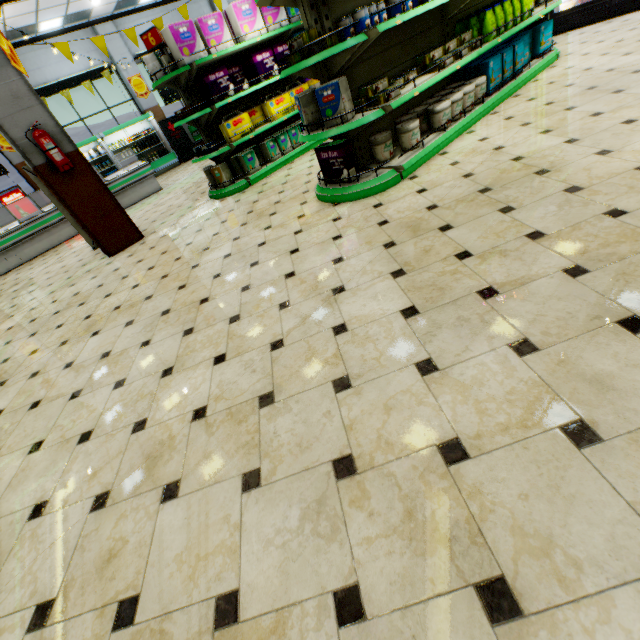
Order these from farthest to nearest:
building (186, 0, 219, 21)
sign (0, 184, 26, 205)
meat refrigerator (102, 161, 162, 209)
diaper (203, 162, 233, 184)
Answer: building (186, 0, 219, 21), sign (0, 184, 26, 205), meat refrigerator (102, 161, 162, 209), diaper (203, 162, 233, 184)

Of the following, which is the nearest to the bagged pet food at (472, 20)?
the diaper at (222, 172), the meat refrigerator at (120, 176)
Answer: the diaper at (222, 172)

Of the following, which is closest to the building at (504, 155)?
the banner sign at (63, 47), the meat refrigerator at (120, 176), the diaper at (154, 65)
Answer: the meat refrigerator at (120, 176)

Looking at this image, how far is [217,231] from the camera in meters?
4.6 m

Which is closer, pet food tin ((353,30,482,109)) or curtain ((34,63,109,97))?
pet food tin ((353,30,482,109))

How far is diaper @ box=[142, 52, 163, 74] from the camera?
5.09m

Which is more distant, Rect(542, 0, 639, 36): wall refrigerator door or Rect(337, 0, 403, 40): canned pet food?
Rect(542, 0, 639, 36): wall refrigerator door

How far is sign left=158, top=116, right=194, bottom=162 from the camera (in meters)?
13.41
